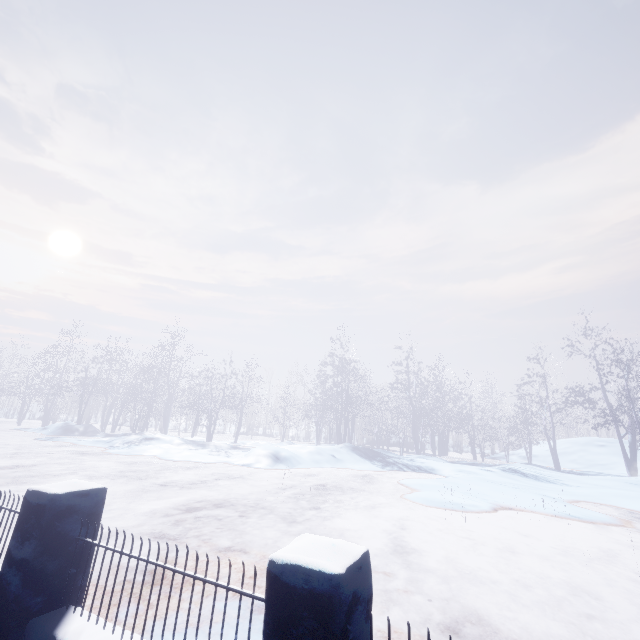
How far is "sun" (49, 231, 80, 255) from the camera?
53.28m

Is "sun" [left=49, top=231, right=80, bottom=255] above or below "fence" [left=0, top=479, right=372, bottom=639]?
above

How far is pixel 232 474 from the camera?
10.0m

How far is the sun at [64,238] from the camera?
53.28m

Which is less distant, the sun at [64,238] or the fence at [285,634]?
the fence at [285,634]

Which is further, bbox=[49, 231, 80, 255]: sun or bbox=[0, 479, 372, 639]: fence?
bbox=[49, 231, 80, 255]: sun
